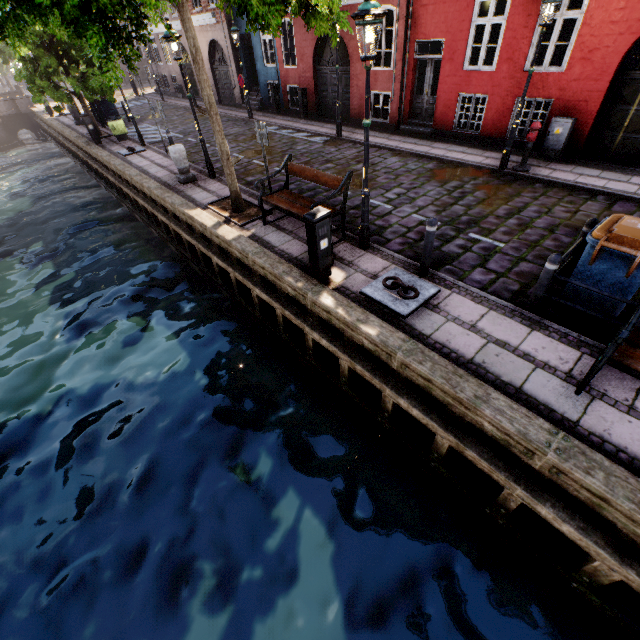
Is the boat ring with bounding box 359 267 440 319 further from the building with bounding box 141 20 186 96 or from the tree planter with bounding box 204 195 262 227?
the building with bounding box 141 20 186 96

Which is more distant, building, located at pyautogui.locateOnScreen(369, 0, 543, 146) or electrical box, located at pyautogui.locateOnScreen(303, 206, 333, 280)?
building, located at pyautogui.locateOnScreen(369, 0, 543, 146)

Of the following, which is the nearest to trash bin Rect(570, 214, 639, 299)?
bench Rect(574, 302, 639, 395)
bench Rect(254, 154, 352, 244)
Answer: bench Rect(574, 302, 639, 395)

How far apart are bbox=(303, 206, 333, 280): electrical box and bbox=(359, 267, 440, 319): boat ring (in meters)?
0.83

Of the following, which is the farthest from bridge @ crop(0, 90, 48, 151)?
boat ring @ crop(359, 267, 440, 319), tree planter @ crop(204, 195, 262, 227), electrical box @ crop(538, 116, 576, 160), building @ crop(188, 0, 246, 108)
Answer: electrical box @ crop(538, 116, 576, 160)

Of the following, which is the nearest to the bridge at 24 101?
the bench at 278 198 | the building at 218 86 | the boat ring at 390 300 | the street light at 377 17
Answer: the street light at 377 17

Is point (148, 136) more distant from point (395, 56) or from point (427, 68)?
point (427, 68)

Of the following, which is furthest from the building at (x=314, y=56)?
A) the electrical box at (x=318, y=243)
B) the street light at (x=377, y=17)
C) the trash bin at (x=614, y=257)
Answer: the electrical box at (x=318, y=243)
